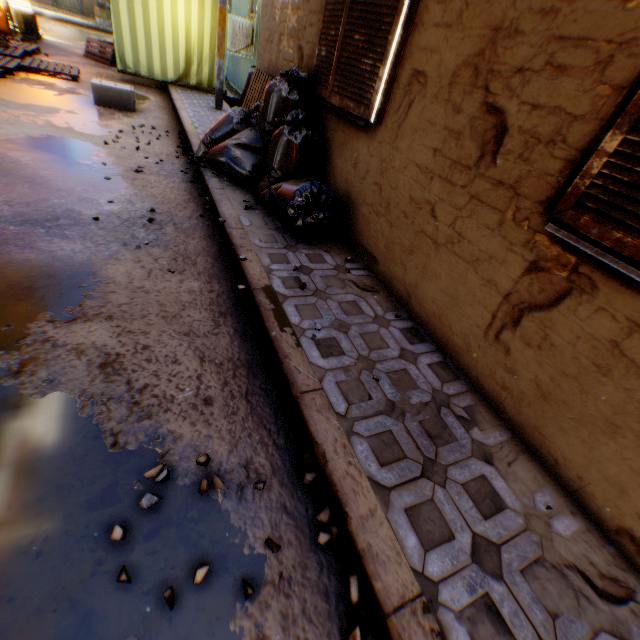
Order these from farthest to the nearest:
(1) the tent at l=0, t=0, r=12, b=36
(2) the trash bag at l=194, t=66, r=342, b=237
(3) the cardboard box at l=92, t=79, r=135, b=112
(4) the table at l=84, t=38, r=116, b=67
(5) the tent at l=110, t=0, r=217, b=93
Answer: (4) the table at l=84, t=38, r=116, b=67 → (1) the tent at l=0, t=0, r=12, b=36 → (5) the tent at l=110, t=0, r=217, b=93 → (3) the cardboard box at l=92, t=79, r=135, b=112 → (2) the trash bag at l=194, t=66, r=342, b=237

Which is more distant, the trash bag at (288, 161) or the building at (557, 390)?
the trash bag at (288, 161)

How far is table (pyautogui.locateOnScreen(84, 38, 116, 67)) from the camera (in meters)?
9.96

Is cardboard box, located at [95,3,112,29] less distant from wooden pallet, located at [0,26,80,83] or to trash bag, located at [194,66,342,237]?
wooden pallet, located at [0,26,80,83]

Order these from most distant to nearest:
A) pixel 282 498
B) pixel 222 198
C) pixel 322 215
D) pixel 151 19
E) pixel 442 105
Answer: pixel 151 19 < pixel 222 198 < pixel 322 215 < pixel 442 105 < pixel 282 498

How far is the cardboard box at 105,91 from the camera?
6.3m

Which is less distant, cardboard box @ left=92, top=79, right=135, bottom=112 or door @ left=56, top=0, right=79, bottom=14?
cardboard box @ left=92, top=79, right=135, bottom=112

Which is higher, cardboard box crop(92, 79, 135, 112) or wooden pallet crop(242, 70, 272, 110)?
wooden pallet crop(242, 70, 272, 110)
